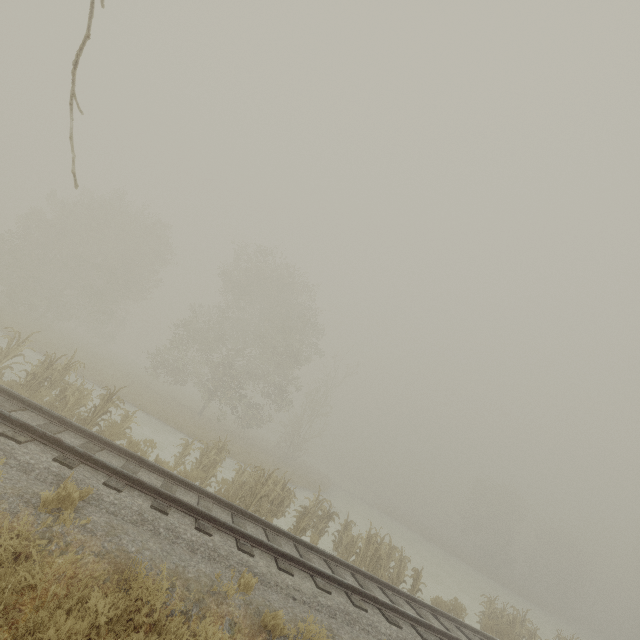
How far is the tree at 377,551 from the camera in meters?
11.8

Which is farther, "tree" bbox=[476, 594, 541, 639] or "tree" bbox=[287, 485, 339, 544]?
"tree" bbox=[476, 594, 541, 639]

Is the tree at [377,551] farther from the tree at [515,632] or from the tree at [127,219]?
the tree at [127,219]

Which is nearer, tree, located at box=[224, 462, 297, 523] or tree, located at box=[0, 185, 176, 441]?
tree, located at box=[0, 185, 176, 441]

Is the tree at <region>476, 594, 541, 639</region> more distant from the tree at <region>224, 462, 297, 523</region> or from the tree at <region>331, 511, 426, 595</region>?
the tree at <region>224, 462, 297, 523</region>

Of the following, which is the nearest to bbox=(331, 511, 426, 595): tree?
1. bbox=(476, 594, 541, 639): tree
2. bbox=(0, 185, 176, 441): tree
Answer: bbox=(476, 594, 541, 639): tree

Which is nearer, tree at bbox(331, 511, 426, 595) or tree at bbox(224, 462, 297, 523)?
tree at bbox(224, 462, 297, 523)

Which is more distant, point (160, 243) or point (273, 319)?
point (160, 243)
